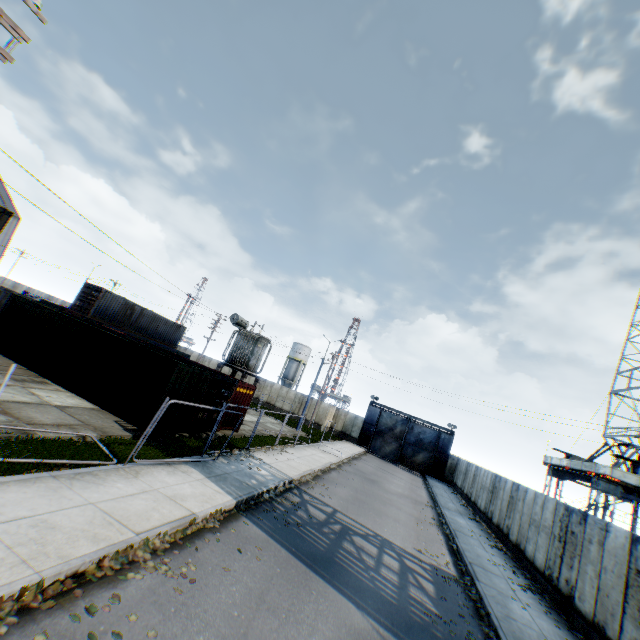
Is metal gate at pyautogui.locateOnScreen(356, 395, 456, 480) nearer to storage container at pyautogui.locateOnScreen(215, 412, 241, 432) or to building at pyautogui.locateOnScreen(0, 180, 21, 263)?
storage container at pyautogui.locateOnScreen(215, 412, 241, 432)

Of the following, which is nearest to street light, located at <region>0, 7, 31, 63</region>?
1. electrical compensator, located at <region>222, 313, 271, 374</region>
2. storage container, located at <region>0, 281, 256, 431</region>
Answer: storage container, located at <region>0, 281, 256, 431</region>

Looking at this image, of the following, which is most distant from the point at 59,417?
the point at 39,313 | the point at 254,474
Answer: the point at 39,313

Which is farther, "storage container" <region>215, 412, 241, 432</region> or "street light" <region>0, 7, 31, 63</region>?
"storage container" <region>215, 412, 241, 432</region>

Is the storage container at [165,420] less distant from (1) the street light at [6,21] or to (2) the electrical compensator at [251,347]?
(2) the electrical compensator at [251,347]

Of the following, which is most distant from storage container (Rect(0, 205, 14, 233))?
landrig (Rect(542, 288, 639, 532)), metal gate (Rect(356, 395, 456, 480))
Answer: landrig (Rect(542, 288, 639, 532))

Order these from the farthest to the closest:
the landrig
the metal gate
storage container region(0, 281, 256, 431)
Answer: the metal gate
the landrig
storage container region(0, 281, 256, 431)
